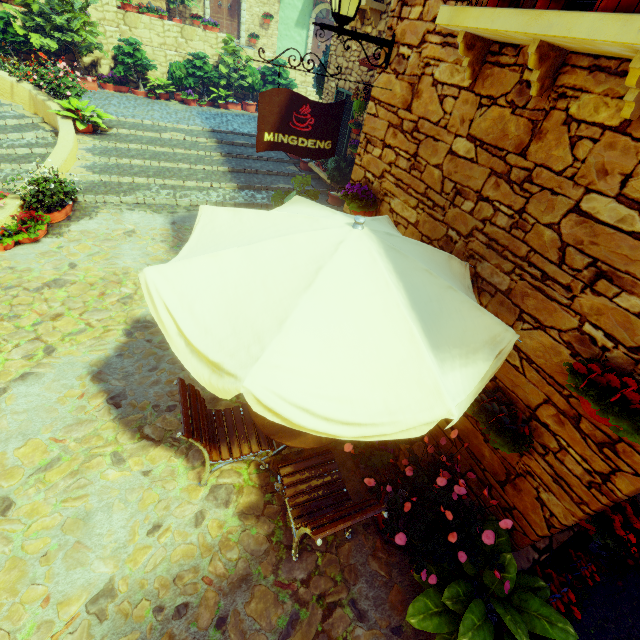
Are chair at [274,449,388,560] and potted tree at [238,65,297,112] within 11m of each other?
no

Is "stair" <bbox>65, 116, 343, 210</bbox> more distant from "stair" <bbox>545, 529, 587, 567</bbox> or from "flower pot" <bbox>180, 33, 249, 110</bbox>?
"stair" <bbox>545, 529, 587, 567</bbox>

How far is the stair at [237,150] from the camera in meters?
7.5

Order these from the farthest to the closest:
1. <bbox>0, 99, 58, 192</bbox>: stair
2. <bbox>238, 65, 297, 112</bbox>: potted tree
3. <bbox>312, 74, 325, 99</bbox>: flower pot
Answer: <bbox>238, 65, 297, 112</bbox>: potted tree
<bbox>312, 74, 325, 99</bbox>: flower pot
<bbox>0, 99, 58, 192</bbox>: stair

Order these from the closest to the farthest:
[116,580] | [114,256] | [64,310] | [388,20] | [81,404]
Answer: [116,580] < [81,404] < [64,310] < [114,256] < [388,20]

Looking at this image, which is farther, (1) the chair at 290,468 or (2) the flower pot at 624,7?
(1) the chair at 290,468

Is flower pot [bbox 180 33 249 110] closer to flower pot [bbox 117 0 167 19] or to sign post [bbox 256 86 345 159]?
flower pot [bbox 117 0 167 19]

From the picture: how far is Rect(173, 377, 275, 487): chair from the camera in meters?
2.9
